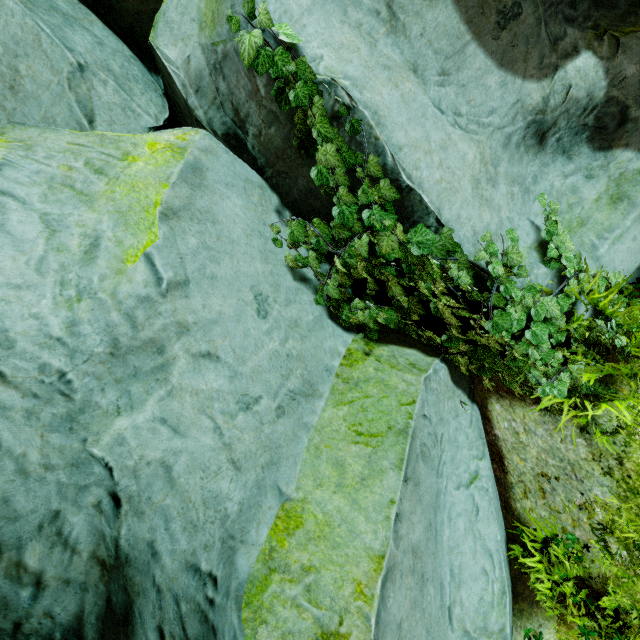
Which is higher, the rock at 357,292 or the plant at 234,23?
the plant at 234,23

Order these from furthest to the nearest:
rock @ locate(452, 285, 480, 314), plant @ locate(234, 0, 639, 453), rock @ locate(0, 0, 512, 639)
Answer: rock @ locate(452, 285, 480, 314) → plant @ locate(234, 0, 639, 453) → rock @ locate(0, 0, 512, 639)

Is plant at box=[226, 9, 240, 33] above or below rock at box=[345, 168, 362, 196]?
above

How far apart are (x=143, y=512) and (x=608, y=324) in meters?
3.7

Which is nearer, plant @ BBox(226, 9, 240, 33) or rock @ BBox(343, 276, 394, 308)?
plant @ BBox(226, 9, 240, 33)

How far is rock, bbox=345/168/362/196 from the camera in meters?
2.5
